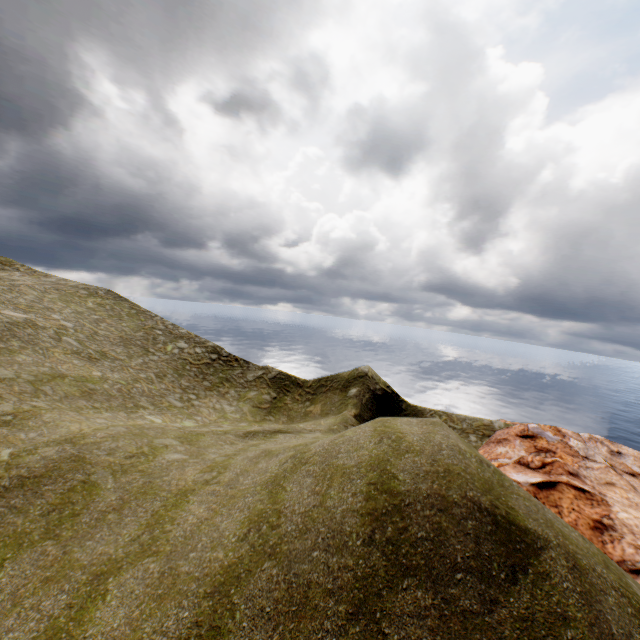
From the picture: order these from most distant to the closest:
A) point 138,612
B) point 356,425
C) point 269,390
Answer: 1. point 269,390
2. point 356,425
3. point 138,612
